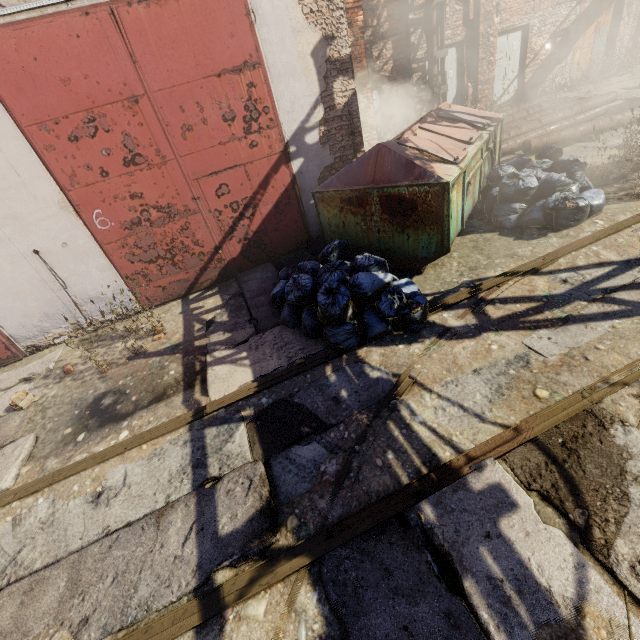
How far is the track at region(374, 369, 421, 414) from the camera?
3.2m

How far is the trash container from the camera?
4.5m

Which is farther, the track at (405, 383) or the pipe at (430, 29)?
the pipe at (430, 29)

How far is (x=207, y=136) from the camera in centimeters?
541cm

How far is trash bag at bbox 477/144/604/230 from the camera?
5.1m

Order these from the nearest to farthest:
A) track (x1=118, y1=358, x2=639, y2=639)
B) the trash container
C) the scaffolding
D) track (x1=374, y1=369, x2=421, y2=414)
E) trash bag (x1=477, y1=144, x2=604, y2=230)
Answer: track (x1=118, y1=358, x2=639, y2=639) → track (x1=374, y1=369, x2=421, y2=414) → the trash container → trash bag (x1=477, y1=144, x2=604, y2=230) → the scaffolding

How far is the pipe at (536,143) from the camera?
8.3 meters

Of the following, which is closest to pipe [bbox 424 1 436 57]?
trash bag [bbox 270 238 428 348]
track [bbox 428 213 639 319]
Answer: track [bbox 428 213 639 319]
